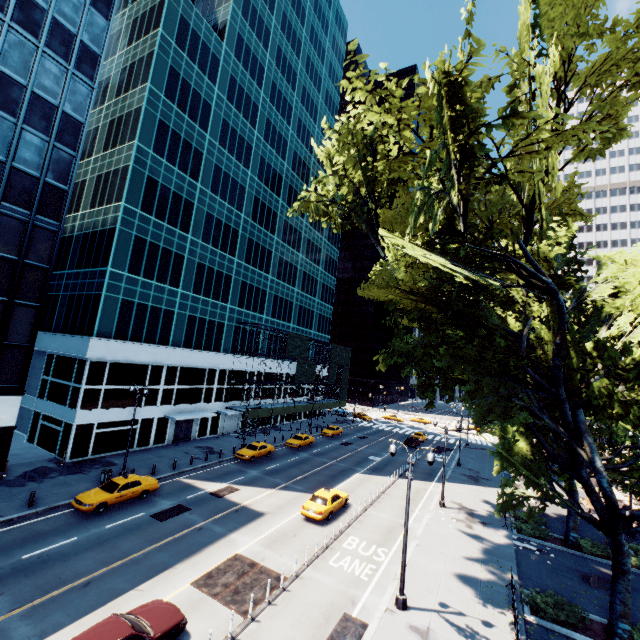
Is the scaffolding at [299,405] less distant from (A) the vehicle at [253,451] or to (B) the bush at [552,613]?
(A) the vehicle at [253,451]

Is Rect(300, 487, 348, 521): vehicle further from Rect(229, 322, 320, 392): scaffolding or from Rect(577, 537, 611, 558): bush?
Rect(229, 322, 320, 392): scaffolding

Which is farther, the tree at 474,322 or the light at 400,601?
the light at 400,601

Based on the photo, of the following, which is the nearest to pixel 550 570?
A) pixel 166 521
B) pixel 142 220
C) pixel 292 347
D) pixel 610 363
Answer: pixel 610 363

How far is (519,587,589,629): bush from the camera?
15.30m

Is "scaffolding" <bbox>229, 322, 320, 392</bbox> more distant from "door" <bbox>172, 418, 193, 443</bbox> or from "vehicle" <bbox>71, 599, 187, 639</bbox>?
"vehicle" <bbox>71, 599, 187, 639</bbox>

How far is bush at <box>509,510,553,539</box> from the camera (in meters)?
24.08

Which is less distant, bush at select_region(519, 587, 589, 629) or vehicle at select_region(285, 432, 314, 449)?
bush at select_region(519, 587, 589, 629)
